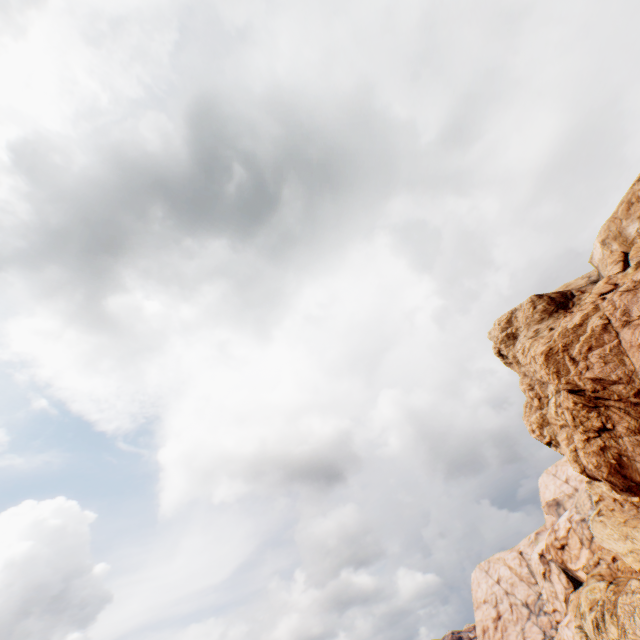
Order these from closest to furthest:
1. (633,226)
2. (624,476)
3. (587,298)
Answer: (624,476) < (587,298) < (633,226)

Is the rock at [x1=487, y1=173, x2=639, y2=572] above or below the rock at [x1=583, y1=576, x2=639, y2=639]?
above

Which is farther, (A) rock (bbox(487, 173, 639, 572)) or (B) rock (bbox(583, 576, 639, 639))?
(B) rock (bbox(583, 576, 639, 639))

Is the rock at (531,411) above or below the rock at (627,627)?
above

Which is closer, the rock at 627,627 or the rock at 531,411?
the rock at 531,411
